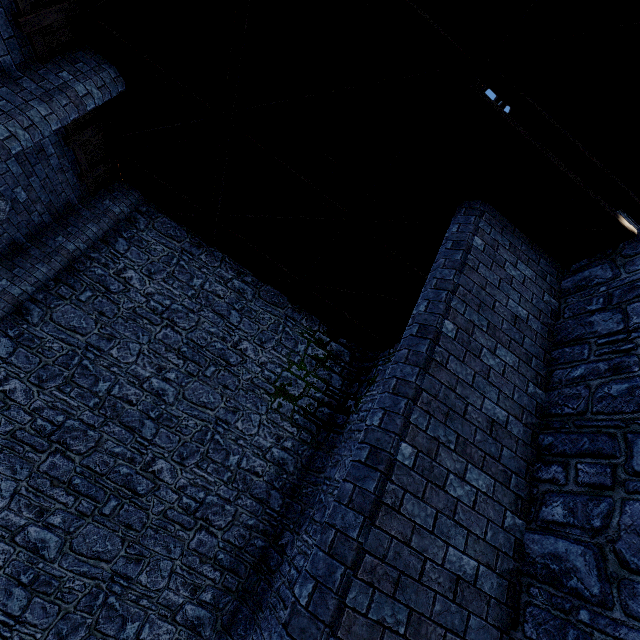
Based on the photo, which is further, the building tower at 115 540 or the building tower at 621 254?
the building tower at 115 540

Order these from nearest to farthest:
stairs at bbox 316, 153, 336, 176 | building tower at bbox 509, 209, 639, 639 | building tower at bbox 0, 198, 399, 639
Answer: building tower at bbox 509, 209, 639, 639 → stairs at bbox 316, 153, 336, 176 → building tower at bbox 0, 198, 399, 639

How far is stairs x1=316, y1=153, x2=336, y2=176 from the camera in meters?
5.4

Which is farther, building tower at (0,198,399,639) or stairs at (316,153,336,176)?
building tower at (0,198,399,639)

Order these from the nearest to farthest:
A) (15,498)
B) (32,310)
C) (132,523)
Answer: (15,498) < (132,523) < (32,310)

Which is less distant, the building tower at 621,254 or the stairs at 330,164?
the building tower at 621,254

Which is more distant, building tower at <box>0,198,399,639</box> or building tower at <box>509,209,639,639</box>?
building tower at <box>0,198,399,639</box>
